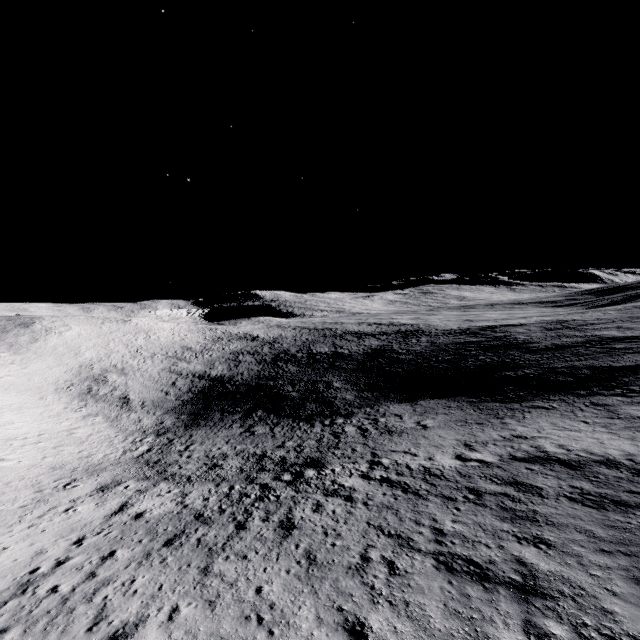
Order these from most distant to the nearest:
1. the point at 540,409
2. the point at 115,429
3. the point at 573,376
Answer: the point at 115,429
the point at 573,376
the point at 540,409
